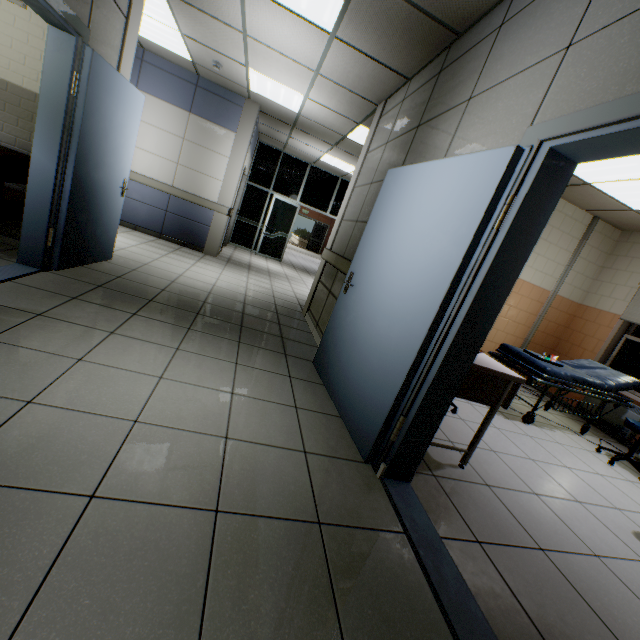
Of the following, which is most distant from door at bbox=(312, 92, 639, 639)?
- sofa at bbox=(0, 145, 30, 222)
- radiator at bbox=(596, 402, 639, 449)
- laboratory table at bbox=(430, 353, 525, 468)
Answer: radiator at bbox=(596, 402, 639, 449)

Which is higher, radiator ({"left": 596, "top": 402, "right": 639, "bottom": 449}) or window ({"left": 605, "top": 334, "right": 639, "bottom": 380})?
window ({"left": 605, "top": 334, "right": 639, "bottom": 380})

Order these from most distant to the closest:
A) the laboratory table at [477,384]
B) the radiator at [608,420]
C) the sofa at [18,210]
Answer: the radiator at [608,420]
the sofa at [18,210]
the laboratory table at [477,384]

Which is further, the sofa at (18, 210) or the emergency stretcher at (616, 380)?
the emergency stretcher at (616, 380)

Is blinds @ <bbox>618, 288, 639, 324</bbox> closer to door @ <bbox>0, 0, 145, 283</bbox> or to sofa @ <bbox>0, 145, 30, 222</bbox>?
door @ <bbox>0, 0, 145, 283</bbox>

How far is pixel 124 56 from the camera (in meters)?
3.40

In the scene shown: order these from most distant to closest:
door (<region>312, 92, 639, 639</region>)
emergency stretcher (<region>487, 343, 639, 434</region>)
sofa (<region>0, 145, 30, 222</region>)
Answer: emergency stretcher (<region>487, 343, 639, 434</region>) → sofa (<region>0, 145, 30, 222</region>) → door (<region>312, 92, 639, 639</region>)

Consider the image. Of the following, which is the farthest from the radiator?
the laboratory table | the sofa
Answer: the sofa
